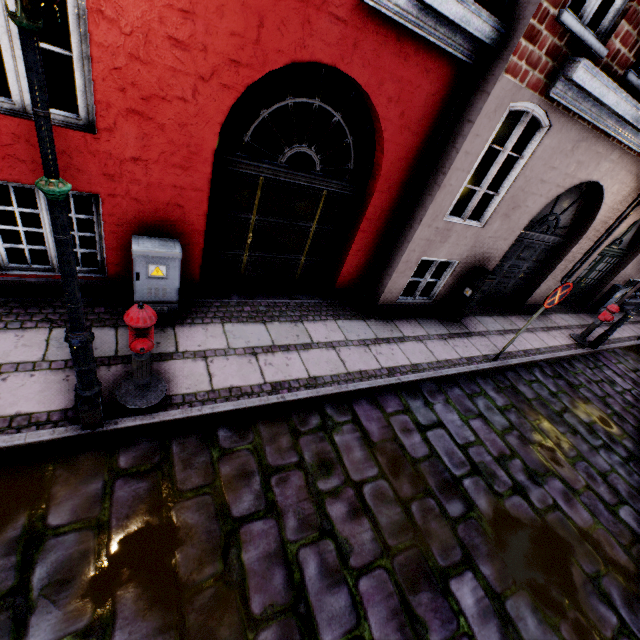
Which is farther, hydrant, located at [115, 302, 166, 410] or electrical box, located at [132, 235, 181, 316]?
electrical box, located at [132, 235, 181, 316]

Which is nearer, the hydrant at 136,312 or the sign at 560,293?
the hydrant at 136,312

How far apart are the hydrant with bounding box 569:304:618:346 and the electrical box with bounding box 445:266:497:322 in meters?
3.9 m

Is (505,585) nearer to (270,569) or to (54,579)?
(270,569)

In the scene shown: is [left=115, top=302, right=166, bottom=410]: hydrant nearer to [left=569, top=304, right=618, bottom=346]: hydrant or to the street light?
the street light

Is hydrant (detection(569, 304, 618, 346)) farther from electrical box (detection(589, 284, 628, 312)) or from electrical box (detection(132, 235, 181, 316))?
electrical box (detection(132, 235, 181, 316))

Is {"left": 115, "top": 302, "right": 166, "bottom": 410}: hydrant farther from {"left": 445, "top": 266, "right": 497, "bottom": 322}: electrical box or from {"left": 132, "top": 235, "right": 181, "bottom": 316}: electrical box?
{"left": 445, "top": 266, "right": 497, "bottom": 322}: electrical box

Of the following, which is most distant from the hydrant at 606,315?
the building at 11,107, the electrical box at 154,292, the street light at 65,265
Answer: the electrical box at 154,292
